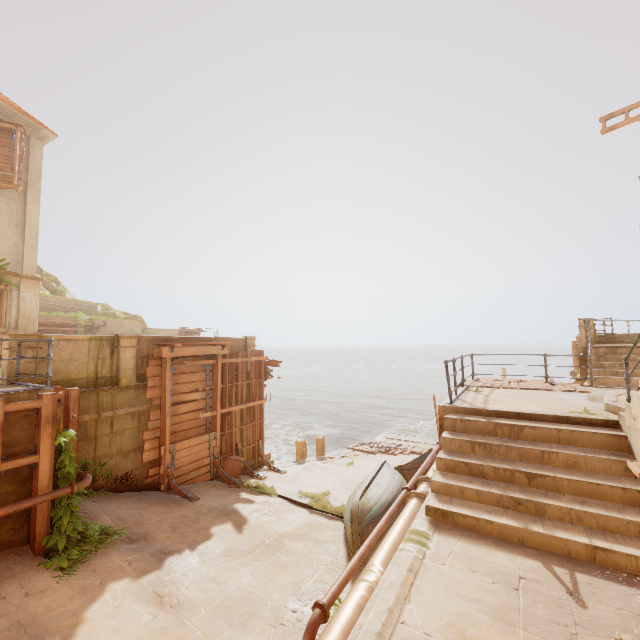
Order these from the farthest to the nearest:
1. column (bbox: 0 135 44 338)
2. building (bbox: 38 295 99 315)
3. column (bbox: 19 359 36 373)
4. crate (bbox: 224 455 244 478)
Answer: building (bbox: 38 295 99 315)
column (bbox: 0 135 44 338)
crate (bbox: 224 455 244 478)
column (bbox: 19 359 36 373)

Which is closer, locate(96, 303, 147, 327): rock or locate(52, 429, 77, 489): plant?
locate(52, 429, 77, 489): plant

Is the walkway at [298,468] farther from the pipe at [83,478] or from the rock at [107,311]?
the rock at [107,311]

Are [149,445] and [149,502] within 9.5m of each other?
yes

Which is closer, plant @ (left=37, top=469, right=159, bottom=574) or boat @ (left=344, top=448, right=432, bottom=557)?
plant @ (left=37, top=469, right=159, bottom=574)

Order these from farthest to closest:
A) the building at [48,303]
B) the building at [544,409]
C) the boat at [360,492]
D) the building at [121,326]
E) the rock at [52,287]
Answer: the rock at [52,287] < the building at [121,326] < the building at [48,303] < the boat at [360,492] < the building at [544,409]

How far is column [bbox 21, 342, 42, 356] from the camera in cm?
746

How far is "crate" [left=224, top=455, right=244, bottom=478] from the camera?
11.5m
